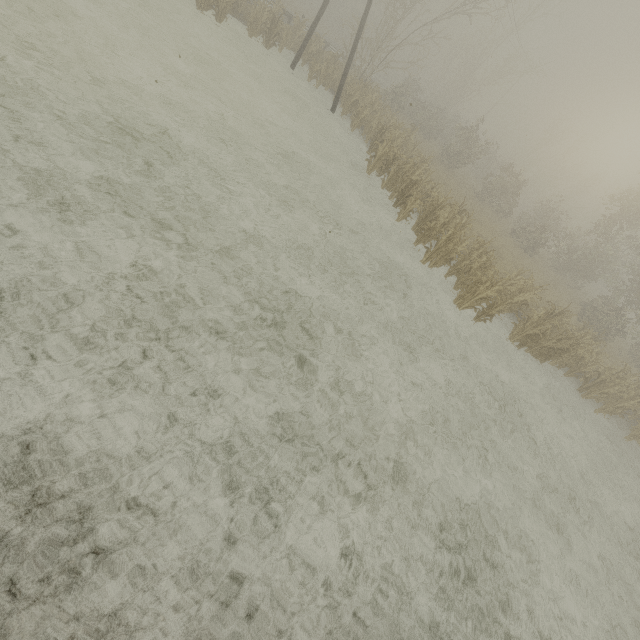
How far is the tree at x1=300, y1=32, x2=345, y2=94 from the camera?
18.59m

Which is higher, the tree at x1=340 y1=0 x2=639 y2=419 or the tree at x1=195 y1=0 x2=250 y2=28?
the tree at x1=340 y1=0 x2=639 y2=419

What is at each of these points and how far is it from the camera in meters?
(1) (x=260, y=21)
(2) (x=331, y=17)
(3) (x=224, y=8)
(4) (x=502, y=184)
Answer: (1) tree, 17.4 m
(2) tree, 43.1 m
(3) tree, 15.1 m
(4) tree, 25.5 m

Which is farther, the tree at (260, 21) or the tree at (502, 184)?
the tree at (260, 21)

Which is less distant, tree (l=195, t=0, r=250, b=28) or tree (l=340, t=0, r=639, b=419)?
tree (l=340, t=0, r=639, b=419)

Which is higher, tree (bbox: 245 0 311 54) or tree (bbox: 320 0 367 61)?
tree (bbox: 320 0 367 61)

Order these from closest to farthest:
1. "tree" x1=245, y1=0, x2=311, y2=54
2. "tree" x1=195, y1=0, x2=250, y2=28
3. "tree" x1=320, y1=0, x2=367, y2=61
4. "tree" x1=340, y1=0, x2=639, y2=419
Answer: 1. "tree" x1=340, y1=0, x2=639, y2=419
2. "tree" x1=195, y1=0, x2=250, y2=28
3. "tree" x1=245, y1=0, x2=311, y2=54
4. "tree" x1=320, y1=0, x2=367, y2=61
